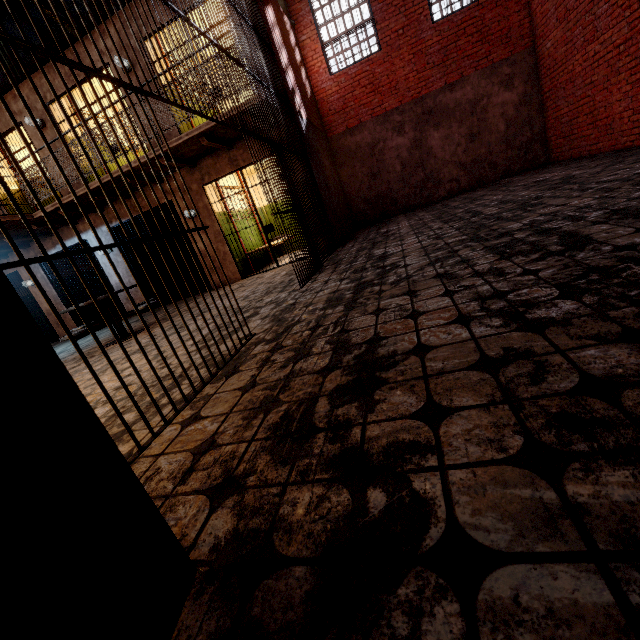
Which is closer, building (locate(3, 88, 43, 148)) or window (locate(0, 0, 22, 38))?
building (locate(3, 88, 43, 148))

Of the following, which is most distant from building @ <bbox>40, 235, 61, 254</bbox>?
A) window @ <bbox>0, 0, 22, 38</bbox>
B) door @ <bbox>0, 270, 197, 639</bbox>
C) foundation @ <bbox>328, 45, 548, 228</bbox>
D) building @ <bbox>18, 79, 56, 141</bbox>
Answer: door @ <bbox>0, 270, 197, 639</bbox>

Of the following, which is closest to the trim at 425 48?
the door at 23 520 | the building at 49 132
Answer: the building at 49 132

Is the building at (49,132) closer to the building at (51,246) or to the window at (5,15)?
the building at (51,246)

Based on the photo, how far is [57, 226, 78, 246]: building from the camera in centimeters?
880cm

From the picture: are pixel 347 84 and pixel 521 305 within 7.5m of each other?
no

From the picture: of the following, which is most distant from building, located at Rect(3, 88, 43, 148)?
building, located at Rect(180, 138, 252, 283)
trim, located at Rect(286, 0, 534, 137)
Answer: trim, located at Rect(286, 0, 534, 137)
